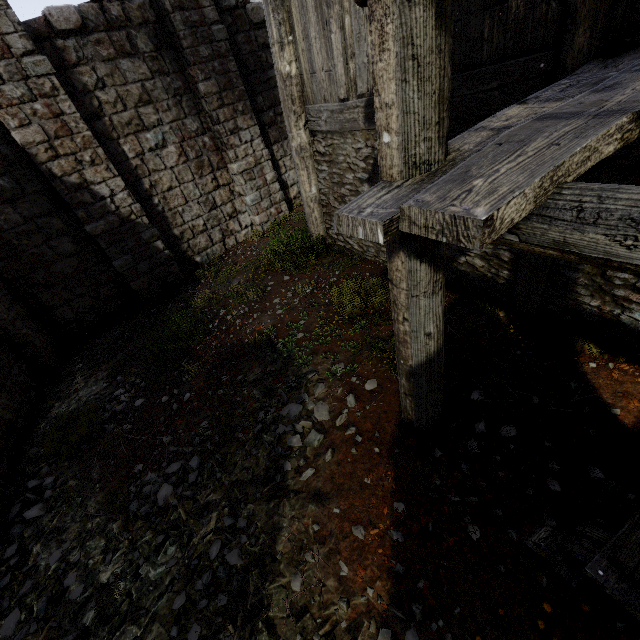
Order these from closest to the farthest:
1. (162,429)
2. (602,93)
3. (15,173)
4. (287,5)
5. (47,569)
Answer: (602,93) < (47,569) < (162,429) < (287,5) < (15,173)

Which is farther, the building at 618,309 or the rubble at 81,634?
the rubble at 81,634

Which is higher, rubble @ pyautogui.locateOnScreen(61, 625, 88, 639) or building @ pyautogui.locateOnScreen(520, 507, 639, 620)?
building @ pyautogui.locateOnScreen(520, 507, 639, 620)

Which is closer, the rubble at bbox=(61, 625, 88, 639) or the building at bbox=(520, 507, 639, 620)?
the building at bbox=(520, 507, 639, 620)
